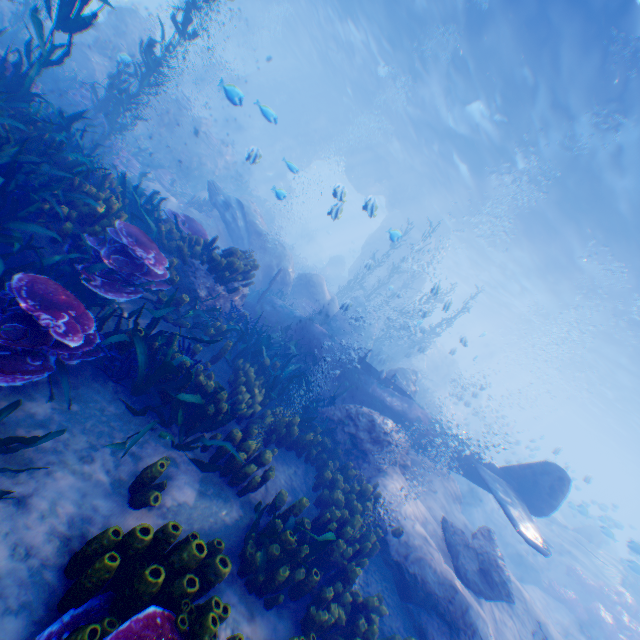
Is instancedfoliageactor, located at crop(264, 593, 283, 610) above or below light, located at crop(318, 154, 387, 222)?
below

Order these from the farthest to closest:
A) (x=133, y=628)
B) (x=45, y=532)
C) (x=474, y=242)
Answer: (x=474, y=242), (x=45, y=532), (x=133, y=628)

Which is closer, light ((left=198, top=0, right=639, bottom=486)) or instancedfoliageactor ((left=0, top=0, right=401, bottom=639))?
instancedfoliageactor ((left=0, top=0, right=401, bottom=639))

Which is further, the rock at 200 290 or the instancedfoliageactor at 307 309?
the instancedfoliageactor at 307 309

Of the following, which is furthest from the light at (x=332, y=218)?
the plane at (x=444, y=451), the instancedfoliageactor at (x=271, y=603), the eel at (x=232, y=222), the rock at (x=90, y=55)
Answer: the instancedfoliageactor at (x=271, y=603)

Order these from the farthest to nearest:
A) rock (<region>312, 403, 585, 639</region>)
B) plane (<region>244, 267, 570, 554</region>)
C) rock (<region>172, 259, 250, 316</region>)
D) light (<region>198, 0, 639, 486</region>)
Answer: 1. light (<region>198, 0, 639, 486</region>)
2. plane (<region>244, 267, 570, 554</region>)
3. rock (<region>172, 259, 250, 316</region>)
4. rock (<region>312, 403, 585, 639</region>)

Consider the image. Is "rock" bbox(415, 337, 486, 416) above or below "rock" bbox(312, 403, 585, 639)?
above

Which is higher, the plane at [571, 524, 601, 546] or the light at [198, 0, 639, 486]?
the light at [198, 0, 639, 486]
